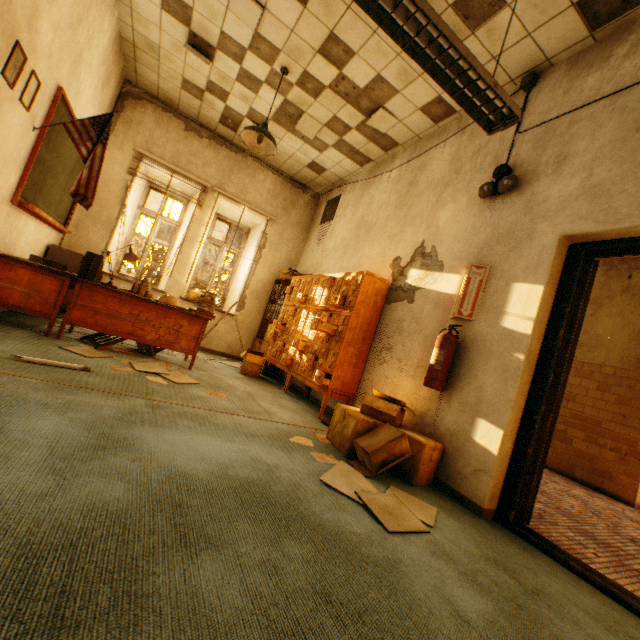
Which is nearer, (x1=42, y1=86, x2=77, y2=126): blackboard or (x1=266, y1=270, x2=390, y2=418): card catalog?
(x1=42, y1=86, x2=77, y2=126): blackboard

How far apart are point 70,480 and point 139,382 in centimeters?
171cm

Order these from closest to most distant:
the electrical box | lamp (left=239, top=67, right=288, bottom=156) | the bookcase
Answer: the electrical box, lamp (left=239, top=67, right=288, bottom=156), the bookcase

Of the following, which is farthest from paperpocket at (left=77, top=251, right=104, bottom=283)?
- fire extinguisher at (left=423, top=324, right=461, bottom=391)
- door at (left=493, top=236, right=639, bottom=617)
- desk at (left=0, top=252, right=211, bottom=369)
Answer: door at (left=493, top=236, right=639, bottom=617)

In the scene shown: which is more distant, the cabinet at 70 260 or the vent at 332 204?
the vent at 332 204

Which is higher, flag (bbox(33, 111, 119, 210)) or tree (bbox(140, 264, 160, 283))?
tree (bbox(140, 264, 160, 283))

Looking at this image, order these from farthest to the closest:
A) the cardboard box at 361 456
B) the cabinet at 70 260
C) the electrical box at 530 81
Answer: the cabinet at 70 260 < the electrical box at 530 81 < the cardboard box at 361 456

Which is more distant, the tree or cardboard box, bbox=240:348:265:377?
the tree
